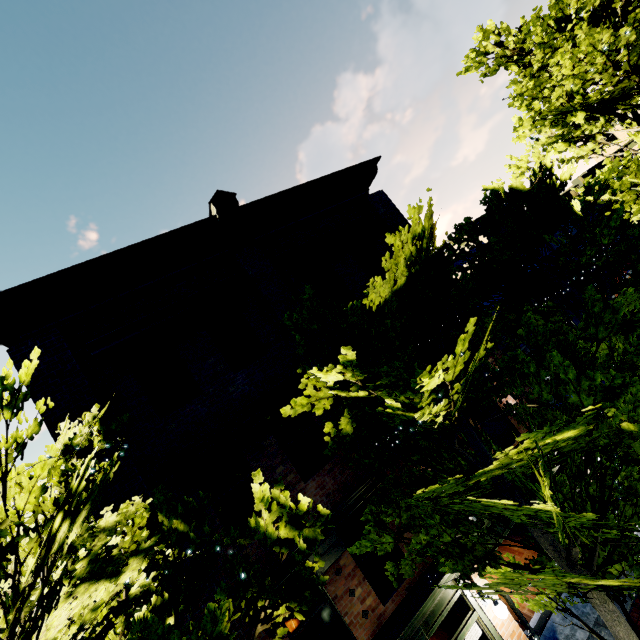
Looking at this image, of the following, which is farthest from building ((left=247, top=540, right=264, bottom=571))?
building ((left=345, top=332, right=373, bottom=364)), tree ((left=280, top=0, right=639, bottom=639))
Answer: building ((left=345, top=332, right=373, bottom=364))

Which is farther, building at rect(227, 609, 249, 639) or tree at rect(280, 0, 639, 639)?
building at rect(227, 609, 249, 639)

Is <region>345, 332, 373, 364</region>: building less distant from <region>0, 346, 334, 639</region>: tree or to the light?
<region>0, 346, 334, 639</region>: tree

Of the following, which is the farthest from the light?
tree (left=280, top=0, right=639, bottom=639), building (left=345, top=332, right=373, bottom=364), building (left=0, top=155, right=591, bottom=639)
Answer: building (left=345, top=332, right=373, bottom=364)

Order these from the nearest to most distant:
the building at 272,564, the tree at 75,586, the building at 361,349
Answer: the tree at 75,586 → the building at 272,564 → the building at 361,349

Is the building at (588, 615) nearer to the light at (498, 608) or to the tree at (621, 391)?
the tree at (621, 391)

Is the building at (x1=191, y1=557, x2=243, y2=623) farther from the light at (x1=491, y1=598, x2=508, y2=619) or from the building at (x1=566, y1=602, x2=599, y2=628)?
the building at (x1=566, y1=602, x2=599, y2=628)

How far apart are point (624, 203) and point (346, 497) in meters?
14.3 m
